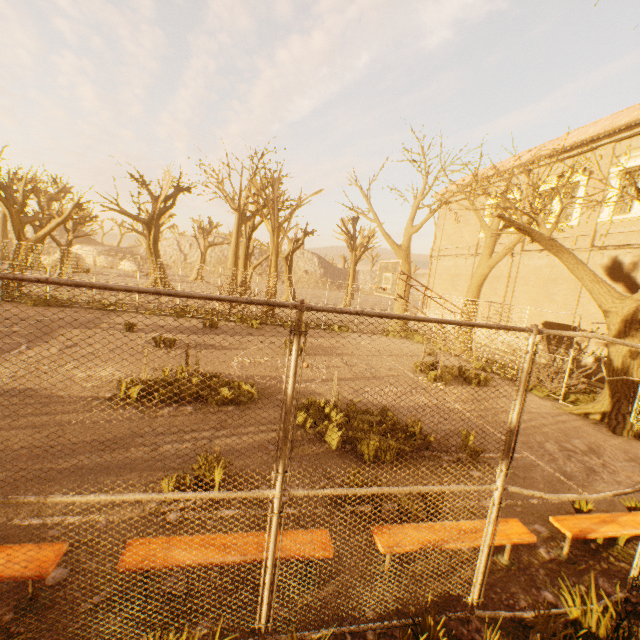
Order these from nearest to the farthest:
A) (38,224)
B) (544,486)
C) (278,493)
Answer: (278,493), (544,486), (38,224)

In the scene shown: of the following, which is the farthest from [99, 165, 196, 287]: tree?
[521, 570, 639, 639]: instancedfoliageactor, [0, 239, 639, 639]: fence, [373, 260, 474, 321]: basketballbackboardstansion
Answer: [373, 260, 474, 321]: basketballbackboardstansion

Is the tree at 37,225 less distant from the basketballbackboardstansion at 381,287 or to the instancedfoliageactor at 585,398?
the instancedfoliageactor at 585,398

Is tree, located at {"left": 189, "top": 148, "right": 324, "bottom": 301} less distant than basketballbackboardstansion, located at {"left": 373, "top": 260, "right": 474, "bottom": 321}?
No

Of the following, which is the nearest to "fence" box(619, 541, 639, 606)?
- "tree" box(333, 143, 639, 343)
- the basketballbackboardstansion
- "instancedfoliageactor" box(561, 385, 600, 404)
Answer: "tree" box(333, 143, 639, 343)

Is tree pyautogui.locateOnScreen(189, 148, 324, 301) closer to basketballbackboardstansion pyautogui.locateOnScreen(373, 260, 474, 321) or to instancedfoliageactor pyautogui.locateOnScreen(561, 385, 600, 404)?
instancedfoliageactor pyautogui.locateOnScreen(561, 385, 600, 404)

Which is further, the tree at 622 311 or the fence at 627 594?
the tree at 622 311

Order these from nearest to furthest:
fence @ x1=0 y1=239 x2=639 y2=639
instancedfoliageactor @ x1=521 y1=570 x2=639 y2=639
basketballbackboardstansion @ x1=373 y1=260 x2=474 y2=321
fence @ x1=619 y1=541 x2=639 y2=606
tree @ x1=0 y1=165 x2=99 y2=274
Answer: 1. fence @ x1=0 y1=239 x2=639 y2=639
2. instancedfoliageactor @ x1=521 y1=570 x2=639 y2=639
3. fence @ x1=619 y1=541 x2=639 y2=606
4. basketballbackboardstansion @ x1=373 y1=260 x2=474 y2=321
5. tree @ x1=0 y1=165 x2=99 y2=274
